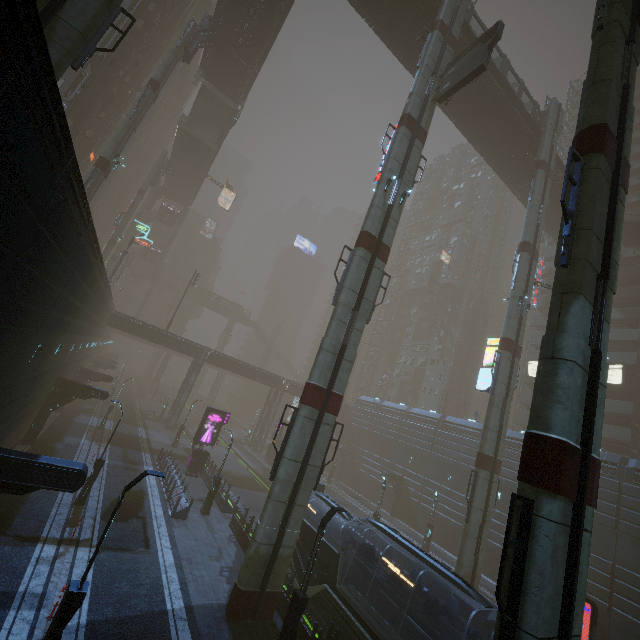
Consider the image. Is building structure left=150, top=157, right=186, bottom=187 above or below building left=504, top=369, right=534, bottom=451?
above

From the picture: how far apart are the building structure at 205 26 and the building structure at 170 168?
23.68m

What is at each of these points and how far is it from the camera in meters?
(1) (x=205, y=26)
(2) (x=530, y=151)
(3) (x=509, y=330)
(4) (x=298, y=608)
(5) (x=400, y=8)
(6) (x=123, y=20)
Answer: (1) building structure, 31.4
(2) building structure, 32.4
(3) sm, 25.4
(4) street light, 11.9
(5) bridge, 26.2
(6) building, 30.3

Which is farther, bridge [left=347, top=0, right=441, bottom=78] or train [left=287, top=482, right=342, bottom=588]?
bridge [left=347, top=0, right=441, bottom=78]

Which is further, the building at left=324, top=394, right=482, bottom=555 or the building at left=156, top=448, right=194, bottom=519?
the building at left=324, top=394, right=482, bottom=555

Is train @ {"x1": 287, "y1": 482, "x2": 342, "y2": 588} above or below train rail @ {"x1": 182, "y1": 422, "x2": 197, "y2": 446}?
above

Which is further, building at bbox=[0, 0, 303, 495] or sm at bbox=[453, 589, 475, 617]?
sm at bbox=[453, 589, 475, 617]

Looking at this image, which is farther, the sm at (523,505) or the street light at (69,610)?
the street light at (69,610)
